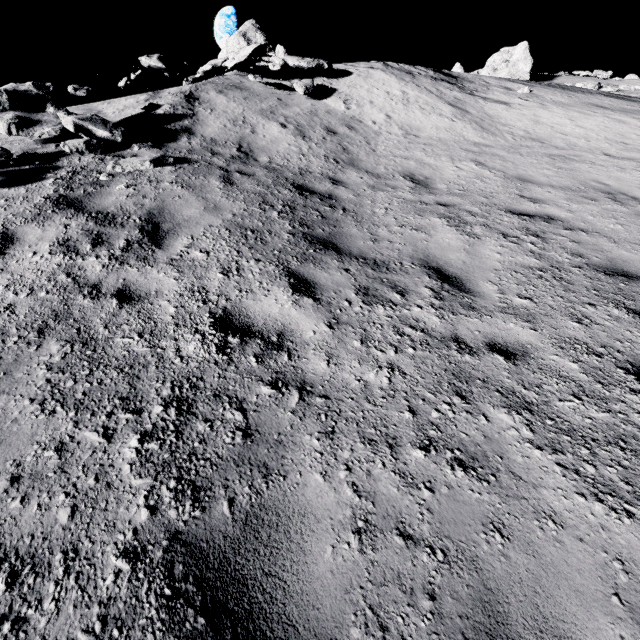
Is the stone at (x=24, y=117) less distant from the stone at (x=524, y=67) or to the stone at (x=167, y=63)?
the stone at (x=167, y=63)

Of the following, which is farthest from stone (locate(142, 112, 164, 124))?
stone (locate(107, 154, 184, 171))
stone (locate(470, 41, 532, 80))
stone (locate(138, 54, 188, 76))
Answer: stone (locate(470, 41, 532, 80))

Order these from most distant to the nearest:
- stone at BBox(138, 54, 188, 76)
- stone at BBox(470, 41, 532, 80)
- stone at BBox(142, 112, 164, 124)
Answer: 1. stone at BBox(470, 41, 532, 80)
2. stone at BBox(138, 54, 188, 76)
3. stone at BBox(142, 112, 164, 124)

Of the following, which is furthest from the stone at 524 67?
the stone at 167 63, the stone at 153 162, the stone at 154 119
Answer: the stone at 153 162

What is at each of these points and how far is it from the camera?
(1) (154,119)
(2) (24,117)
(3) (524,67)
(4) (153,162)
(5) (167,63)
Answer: (1) stone, 8.14m
(2) stone, 6.50m
(3) stone, 22.73m
(4) stone, 6.29m
(5) stone, 10.59m

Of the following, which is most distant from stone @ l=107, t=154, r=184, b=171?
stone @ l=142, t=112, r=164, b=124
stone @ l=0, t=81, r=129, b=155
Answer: stone @ l=142, t=112, r=164, b=124

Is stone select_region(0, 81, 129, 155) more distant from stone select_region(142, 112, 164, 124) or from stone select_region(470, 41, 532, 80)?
stone select_region(470, 41, 532, 80)

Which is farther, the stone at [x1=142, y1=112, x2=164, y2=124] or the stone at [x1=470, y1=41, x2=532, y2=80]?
the stone at [x1=470, y1=41, x2=532, y2=80]
